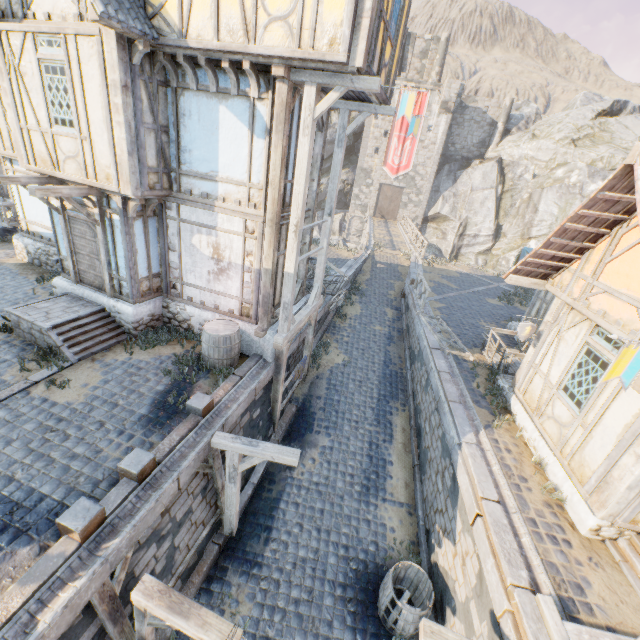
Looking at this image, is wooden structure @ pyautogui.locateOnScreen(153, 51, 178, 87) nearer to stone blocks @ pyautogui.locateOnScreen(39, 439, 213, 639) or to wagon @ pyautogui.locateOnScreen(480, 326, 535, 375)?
stone blocks @ pyautogui.locateOnScreen(39, 439, 213, 639)

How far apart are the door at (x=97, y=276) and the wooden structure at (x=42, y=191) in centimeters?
7cm

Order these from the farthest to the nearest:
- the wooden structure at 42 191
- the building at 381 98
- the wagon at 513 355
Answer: the wagon at 513 355 < the building at 381 98 < the wooden structure at 42 191

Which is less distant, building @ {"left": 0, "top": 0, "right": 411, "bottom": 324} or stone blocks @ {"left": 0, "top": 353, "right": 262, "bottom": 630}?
stone blocks @ {"left": 0, "top": 353, "right": 262, "bottom": 630}

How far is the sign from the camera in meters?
8.1

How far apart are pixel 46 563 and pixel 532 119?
50.05m

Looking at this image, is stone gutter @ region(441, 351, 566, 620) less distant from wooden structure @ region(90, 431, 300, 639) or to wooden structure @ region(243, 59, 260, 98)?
wooden structure @ region(90, 431, 300, 639)

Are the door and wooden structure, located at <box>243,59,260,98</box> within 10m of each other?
yes
